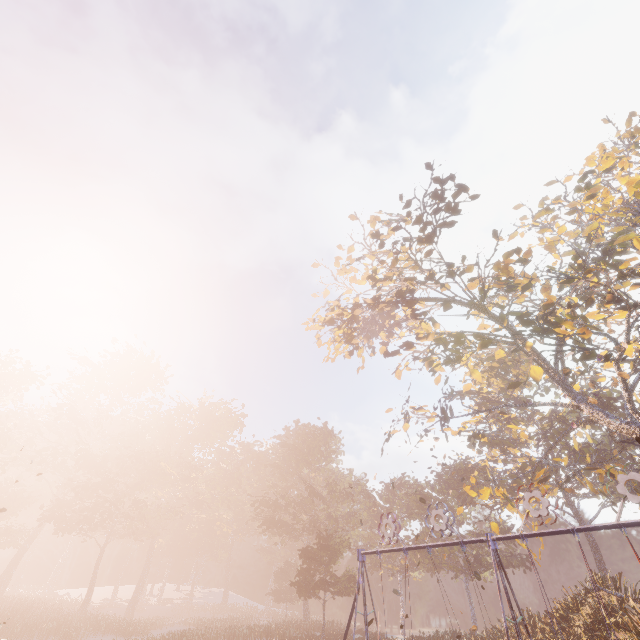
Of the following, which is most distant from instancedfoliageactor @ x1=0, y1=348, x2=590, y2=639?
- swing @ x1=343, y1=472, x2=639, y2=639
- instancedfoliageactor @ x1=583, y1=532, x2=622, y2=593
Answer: instancedfoliageactor @ x1=583, y1=532, x2=622, y2=593

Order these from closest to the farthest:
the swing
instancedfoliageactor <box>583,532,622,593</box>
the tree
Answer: the swing, the tree, instancedfoliageactor <box>583,532,622,593</box>

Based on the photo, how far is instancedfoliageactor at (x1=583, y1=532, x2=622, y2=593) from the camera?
19.6 meters

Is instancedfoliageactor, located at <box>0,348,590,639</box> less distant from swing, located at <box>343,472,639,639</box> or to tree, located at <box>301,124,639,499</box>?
swing, located at <box>343,472,639,639</box>

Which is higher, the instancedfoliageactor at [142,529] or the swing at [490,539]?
the instancedfoliageactor at [142,529]

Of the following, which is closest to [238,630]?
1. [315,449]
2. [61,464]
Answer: [315,449]

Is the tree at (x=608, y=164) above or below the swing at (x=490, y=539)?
above

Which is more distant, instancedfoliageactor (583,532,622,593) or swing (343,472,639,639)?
instancedfoliageactor (583,532,622,593)
